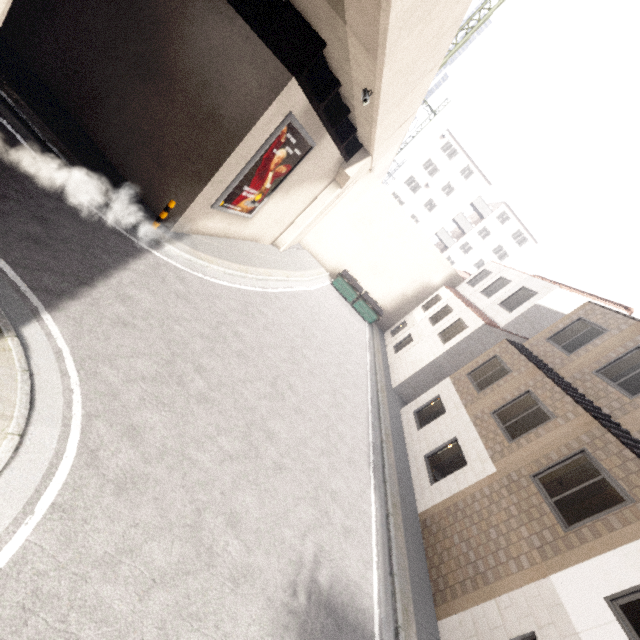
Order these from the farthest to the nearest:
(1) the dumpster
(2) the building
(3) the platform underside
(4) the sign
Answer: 1. (2) the building
2. (1) the dumpster
3. (4) the sign
4. (3) the platform underside

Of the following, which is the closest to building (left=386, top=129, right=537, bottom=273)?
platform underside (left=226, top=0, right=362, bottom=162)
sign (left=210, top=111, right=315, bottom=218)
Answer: platform underside (left=226, top=0, right=362, bottom=162)

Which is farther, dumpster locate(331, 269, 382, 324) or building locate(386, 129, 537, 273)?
building locate(386, 129, 537, 273)

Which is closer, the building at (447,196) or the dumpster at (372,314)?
the dumpster at (372,314)

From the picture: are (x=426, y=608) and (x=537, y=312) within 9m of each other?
no

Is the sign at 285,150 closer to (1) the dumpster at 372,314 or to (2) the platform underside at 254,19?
(2) the platform underside at 254,19

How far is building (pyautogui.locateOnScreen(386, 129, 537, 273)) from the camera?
42.91m
